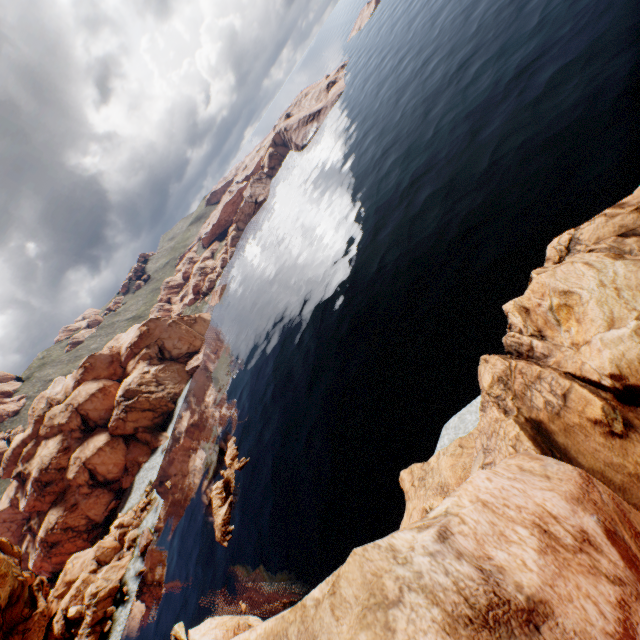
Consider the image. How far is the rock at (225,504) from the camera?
47.9m

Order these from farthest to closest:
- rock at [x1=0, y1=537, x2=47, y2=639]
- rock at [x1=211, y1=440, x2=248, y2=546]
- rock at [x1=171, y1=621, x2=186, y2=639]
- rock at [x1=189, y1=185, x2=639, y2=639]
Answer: rock at [x1=211, y1=440, x2=248, y2=546], rock at [x1=171, y1=621, x2=186, y2=639], rock at [x1=0, y1=537, x2=47, y2=639], rock at [x1=189, y1=185, x2=639, y2=639]

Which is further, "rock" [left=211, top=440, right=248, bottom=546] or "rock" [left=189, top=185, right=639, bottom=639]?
"rock" [left=211, top=440, right=248, bottom=546]

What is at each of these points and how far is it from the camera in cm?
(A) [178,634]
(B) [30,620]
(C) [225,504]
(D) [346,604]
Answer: (A) rock, 4453
(B) rock, 3719
(C) rock, 5069
(D) rock, 421

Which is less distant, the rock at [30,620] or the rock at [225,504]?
the rock at [30,620]

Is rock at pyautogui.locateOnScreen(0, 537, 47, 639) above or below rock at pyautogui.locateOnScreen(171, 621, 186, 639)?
above

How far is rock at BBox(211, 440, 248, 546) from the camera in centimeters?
4788cm
